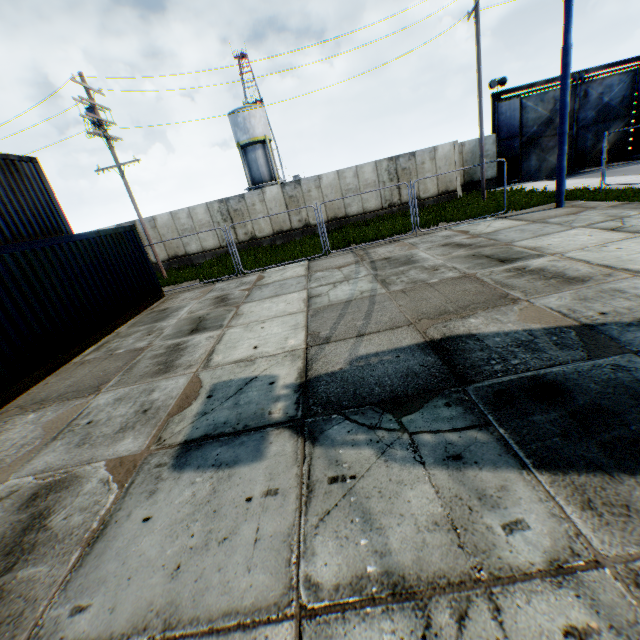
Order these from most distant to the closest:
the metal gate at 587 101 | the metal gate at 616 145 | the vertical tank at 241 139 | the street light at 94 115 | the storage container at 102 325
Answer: the vertical tank at 241 139
the metal gate at 616 145
the metal gate at 587 101
the street light at 94 115
the storage container at 102 325

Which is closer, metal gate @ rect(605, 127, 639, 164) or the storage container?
the storage container

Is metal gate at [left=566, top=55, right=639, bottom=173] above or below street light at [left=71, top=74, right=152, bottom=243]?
below

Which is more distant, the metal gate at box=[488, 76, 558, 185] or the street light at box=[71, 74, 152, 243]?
the metal gate at box=[488, 76, 558, 185]

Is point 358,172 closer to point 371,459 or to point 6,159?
point 6,159

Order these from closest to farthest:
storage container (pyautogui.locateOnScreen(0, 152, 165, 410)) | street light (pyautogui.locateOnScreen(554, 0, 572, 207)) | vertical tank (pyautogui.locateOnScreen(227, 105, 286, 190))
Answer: storage container (pyautogui.locateOnScreen(0, 152, 165, 410)), street light (pyautogui.locateOnScreen(554, 0, 572, 207)), vertical tank (pyautogui.locateOnScreen(227, 105, 286, 190))

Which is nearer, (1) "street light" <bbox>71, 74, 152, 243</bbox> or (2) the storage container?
(2) the storage container

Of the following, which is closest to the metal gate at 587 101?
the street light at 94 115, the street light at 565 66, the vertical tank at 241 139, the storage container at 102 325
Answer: the street light at 565 66
